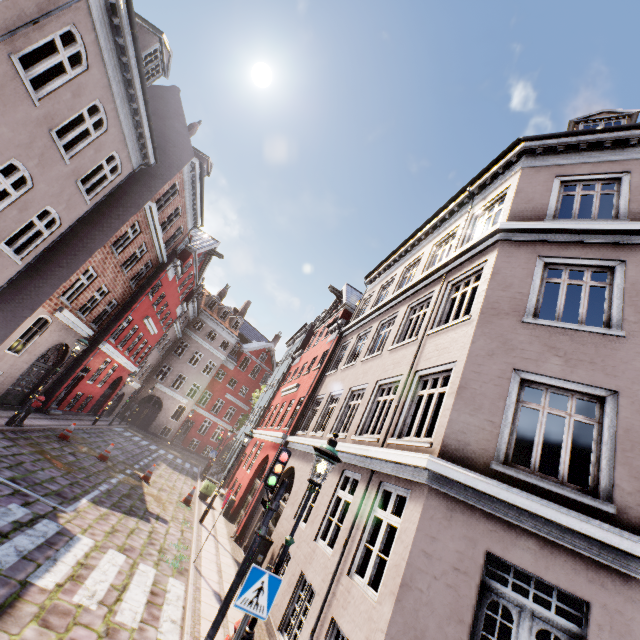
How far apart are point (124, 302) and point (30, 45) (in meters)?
13.83

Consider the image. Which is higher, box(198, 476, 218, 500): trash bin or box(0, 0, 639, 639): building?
box(0, 0, 639, 639): building

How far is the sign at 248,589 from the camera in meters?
4.2

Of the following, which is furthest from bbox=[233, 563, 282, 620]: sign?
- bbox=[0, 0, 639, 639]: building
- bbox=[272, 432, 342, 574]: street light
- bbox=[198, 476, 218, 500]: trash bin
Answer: bbox=[198, 476, 218, 500]: trash bin

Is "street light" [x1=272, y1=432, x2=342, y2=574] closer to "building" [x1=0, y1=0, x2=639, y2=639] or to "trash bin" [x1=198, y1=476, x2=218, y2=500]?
"building" [x1=0, y1=0, x2=639, y2=639]

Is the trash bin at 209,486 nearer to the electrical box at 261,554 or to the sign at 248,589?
the electrical box at 261,554

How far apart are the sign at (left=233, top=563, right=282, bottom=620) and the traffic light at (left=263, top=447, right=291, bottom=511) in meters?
1.7

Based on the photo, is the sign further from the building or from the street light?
the building
